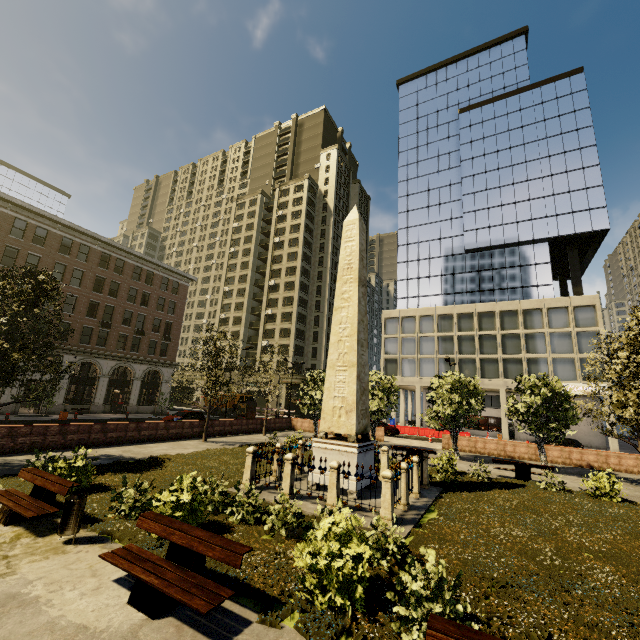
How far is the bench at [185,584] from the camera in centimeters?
480cm

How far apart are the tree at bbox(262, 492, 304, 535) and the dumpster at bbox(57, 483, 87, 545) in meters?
3.5

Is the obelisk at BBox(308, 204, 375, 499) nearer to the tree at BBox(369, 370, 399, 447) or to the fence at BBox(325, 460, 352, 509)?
the fence at BBox(325, 460, 352, 509)

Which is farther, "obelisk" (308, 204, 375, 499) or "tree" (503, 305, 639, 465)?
"tree" (503, 305, 639, 465)

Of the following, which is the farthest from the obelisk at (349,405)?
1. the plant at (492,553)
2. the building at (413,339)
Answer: the building at (413,339)

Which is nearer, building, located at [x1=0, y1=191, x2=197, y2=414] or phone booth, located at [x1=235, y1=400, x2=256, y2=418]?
phone booth, located at [x1=235, y1=400, x2=256, y2=418]

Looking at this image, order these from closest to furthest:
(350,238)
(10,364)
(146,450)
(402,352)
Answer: (10,364), (350,238), (146,450), (402,352)

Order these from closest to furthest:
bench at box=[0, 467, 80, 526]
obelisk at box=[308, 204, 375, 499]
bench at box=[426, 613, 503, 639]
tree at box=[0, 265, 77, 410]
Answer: bench at box=[426, 613, 503, 639]
bench at box=[0, 467, 80, 526]
obelisk at box=[308, 204, 375, 499]
tree at box=[0, 265, 77, 410]
